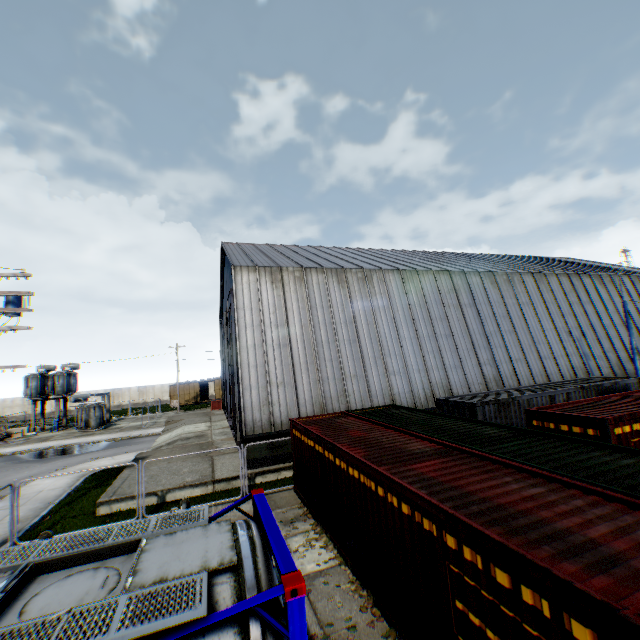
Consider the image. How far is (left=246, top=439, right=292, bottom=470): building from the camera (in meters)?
15.68

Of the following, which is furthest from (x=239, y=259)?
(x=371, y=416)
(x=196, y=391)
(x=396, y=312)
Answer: (x=196, y=391)

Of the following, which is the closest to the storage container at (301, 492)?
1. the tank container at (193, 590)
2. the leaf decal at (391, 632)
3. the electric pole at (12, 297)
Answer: the leaf decal at (391, 632)

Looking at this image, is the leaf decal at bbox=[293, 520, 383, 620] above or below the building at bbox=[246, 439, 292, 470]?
below

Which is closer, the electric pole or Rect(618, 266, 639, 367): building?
the electric pole

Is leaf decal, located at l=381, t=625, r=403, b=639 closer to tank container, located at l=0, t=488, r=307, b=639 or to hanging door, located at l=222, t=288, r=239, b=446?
tank container, located at l=0, t=488, r=307, b=639

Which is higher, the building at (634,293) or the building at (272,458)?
the building at (634,293)

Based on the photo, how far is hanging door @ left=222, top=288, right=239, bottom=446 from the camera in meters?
21.7
